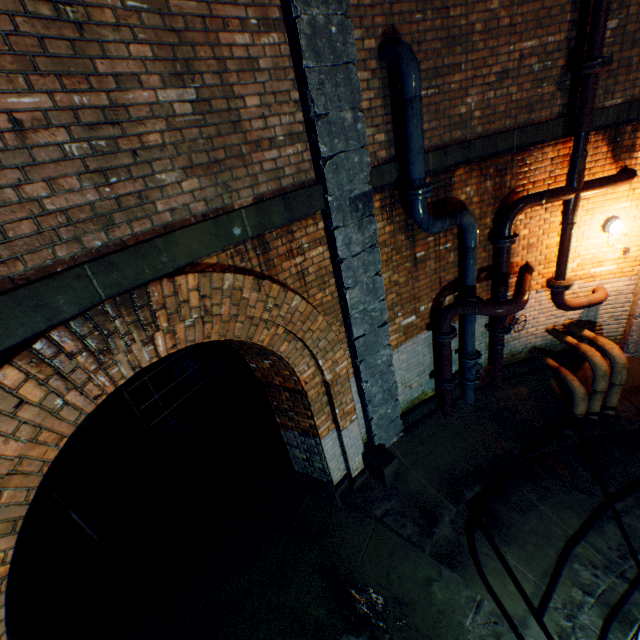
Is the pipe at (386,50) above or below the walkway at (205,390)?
above

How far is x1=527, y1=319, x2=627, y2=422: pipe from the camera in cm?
529

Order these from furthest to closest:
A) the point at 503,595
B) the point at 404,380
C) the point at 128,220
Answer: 1. the point at 404,380
2. the point at 503,595
3. the point at 128,220

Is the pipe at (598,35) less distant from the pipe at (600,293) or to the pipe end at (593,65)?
the pipe end at (593,65)

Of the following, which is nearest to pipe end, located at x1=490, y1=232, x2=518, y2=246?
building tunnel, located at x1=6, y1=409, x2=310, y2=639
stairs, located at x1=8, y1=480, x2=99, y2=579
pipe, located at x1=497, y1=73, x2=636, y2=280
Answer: pipe, located at x1=497, y1=73, x2=636, y2=280

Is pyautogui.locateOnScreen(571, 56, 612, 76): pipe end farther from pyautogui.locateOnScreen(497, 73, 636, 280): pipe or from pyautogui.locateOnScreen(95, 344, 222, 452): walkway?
pyautogui.locateOnScreen(95, 344, 222, 452): walkway

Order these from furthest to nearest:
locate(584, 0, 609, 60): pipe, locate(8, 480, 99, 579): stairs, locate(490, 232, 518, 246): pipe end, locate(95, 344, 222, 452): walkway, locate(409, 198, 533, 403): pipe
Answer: locate(95, 344, 222, 452): walkway → locate(8, 480, 99, 579): stairs → locate(490, 232, 518, 246): pipe end → locate(409, 198, 533, 403): pipe → locate(584, 0, 609, 60): pipe

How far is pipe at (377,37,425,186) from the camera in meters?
3.4
